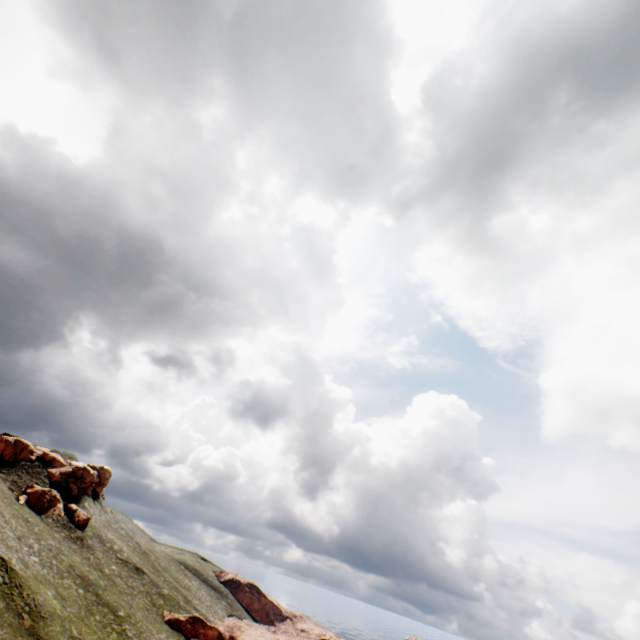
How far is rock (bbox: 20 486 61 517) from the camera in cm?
5766

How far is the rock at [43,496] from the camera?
57.7m

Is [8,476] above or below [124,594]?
above

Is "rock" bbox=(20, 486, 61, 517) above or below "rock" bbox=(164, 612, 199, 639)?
above

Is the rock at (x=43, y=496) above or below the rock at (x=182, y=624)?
above
